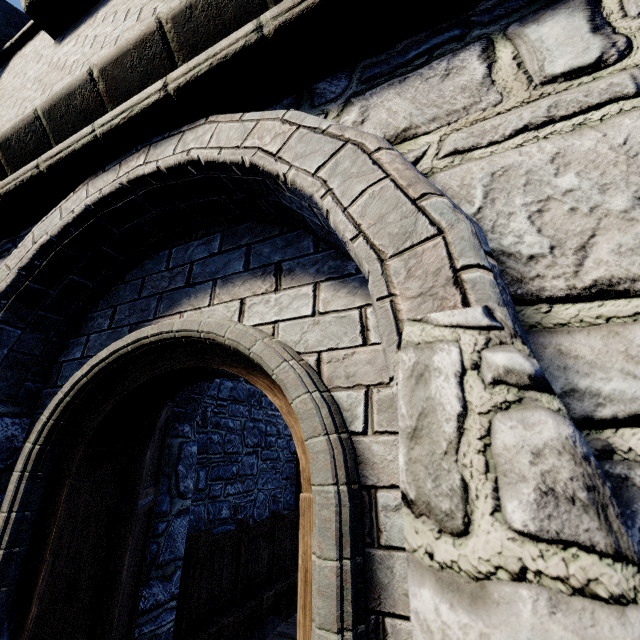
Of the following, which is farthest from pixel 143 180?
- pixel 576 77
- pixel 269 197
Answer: pixel 576 77

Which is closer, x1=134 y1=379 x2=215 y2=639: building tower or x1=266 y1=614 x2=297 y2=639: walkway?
x1=134 y1=379 x2=215 y2=639: building tower

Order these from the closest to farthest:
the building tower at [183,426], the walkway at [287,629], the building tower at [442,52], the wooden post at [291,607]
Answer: the building tower at [442,52], the building tower at [183,426], the walkway at [287,629], the wooden post at [291,607]

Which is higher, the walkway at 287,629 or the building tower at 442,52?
the building tower at 442,52

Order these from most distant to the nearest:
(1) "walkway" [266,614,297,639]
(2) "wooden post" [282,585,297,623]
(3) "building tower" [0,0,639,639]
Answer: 1. (2) "wooden post" [282,585,297,623]
2. (1) "walkway" [266,614,297,639]
3. (3) "building tower" [0,0,639,639]

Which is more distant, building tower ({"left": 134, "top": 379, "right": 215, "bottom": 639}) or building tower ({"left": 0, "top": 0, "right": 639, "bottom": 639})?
building tower ({"left": 134, "top": 379, "right": 215, "bottom": 639})

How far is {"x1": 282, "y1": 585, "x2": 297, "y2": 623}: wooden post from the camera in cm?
627

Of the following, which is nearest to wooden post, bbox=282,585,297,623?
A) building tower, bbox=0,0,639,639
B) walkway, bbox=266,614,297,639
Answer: walkway, bbox=266,614,297,639
